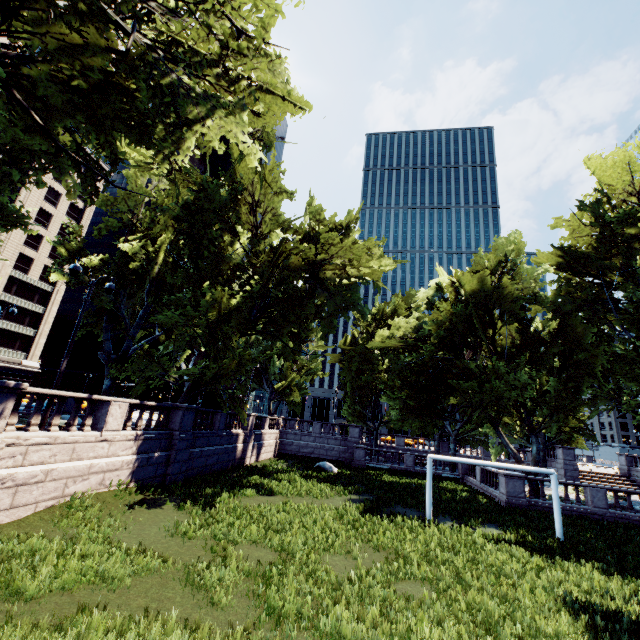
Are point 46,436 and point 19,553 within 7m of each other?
yes

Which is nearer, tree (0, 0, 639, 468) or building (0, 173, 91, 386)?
tree (0, 0, 639, 468)

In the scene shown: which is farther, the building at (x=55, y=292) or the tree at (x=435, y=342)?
the building at (x=55, y=292)
